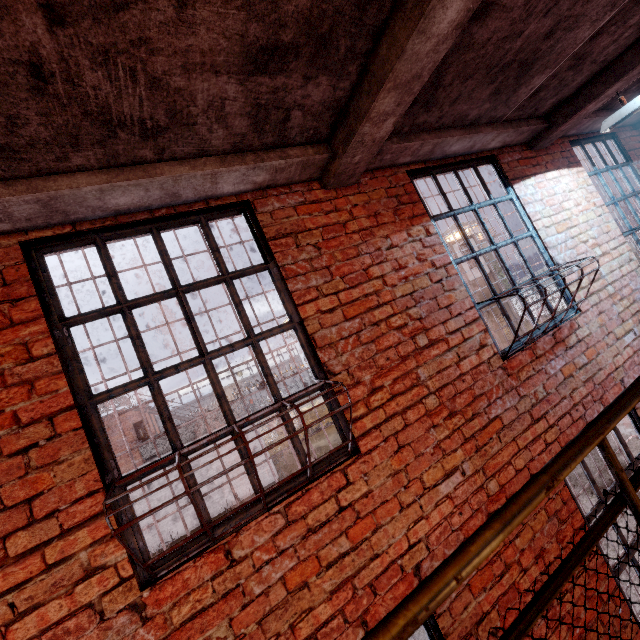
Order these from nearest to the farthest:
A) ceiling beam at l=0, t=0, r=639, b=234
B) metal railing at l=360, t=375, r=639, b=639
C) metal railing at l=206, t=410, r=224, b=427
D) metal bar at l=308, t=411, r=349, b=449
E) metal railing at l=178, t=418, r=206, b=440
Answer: metal railing at l=360, t=375, r=639, b=639 < ceiling beam at l=0, t=0, r=639, b=234 < metal bar at l=308, t=411, r=349, b=449 < metal railing at l=178, t=418, r=206, b=440 < metal railing at l=206, t=410, r=224, b=427

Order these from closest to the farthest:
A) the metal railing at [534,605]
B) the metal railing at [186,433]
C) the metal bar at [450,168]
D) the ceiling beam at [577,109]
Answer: the metal railing at [534,605], the ceiling beam at [577,109], the metal bar at [450,168], the metal railing at [186,433]

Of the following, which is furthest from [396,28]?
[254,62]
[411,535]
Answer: [411,535]

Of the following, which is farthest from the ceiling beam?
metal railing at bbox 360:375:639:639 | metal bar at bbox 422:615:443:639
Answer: metal bar at bbox 422:615:443:639

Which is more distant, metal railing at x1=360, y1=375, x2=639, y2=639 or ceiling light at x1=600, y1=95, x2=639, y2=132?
ceiling light at x1=600, y1=95, x2=639, y2=132

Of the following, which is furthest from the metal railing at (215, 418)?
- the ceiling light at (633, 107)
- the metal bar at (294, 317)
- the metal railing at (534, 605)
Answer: the metal railing at (534, 605)

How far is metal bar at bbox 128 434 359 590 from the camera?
1.63m
